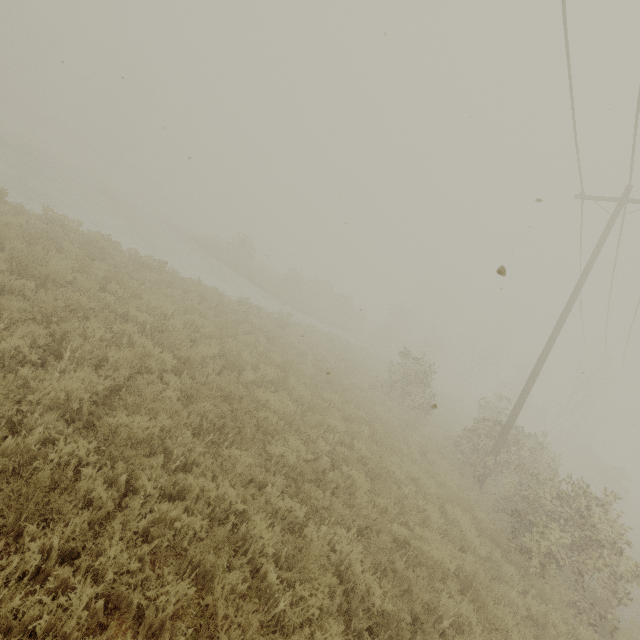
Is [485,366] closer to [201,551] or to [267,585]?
[267,585]
